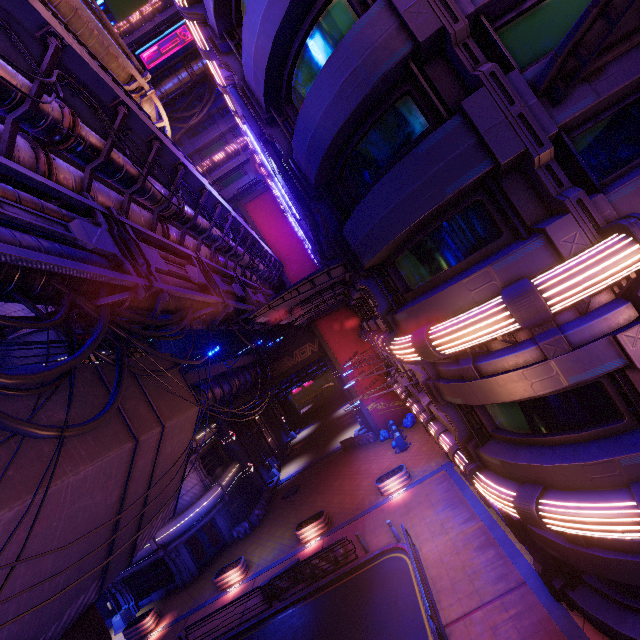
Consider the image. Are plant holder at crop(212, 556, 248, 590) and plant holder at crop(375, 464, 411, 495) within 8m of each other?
no

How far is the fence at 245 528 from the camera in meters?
26.8

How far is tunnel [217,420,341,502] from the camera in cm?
3269

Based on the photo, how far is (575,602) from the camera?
9.01m

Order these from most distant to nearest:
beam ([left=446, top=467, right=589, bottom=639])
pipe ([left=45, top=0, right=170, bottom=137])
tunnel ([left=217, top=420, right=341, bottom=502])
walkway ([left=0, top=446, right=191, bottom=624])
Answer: tunnel ([left=217, top=420, right=341, bottom=502]) < pipe ([left=45, top=0, right=170, bottom=137]) < beam ([left=446, top=467, right=589, bottom=639]) < walkway ([left=0, top=446, right=191, bottom=624])

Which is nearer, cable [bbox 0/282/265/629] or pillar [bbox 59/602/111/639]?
cable [bbox 0/282/265/629]

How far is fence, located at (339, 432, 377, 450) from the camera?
29.7 meters

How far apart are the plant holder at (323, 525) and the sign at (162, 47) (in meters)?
44.73
